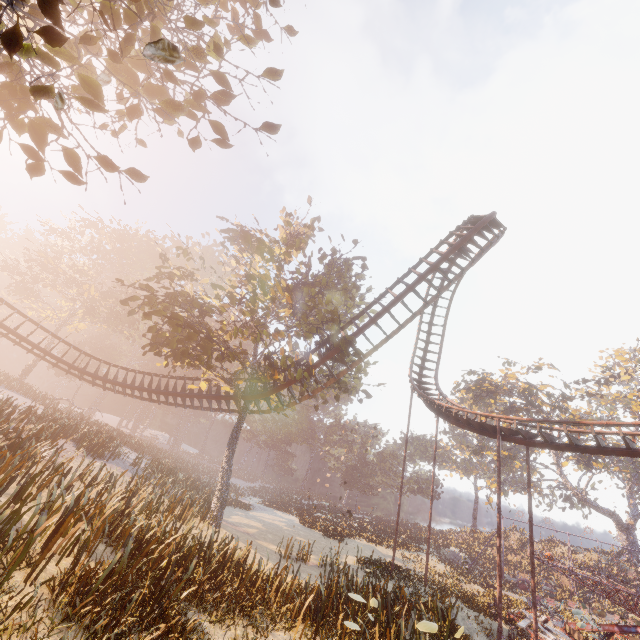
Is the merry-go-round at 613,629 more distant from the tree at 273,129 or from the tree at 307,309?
the tree at 273,129

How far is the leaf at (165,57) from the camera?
2.25m

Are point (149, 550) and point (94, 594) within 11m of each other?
yes

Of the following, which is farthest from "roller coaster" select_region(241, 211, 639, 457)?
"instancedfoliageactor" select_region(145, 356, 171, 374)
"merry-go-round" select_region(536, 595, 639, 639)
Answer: "instancedfoliageactor" select_region(145, 356, 171, 374)

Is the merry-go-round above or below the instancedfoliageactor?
below

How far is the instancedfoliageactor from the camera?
55.9 meters

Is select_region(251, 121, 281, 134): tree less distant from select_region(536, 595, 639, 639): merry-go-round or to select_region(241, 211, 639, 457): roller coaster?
select_region(241, 211, 639, 457): roller coaster

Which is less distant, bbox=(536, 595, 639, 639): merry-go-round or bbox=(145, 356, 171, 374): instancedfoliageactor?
bbox=(536, 595, 639, 639): merry-go-round
